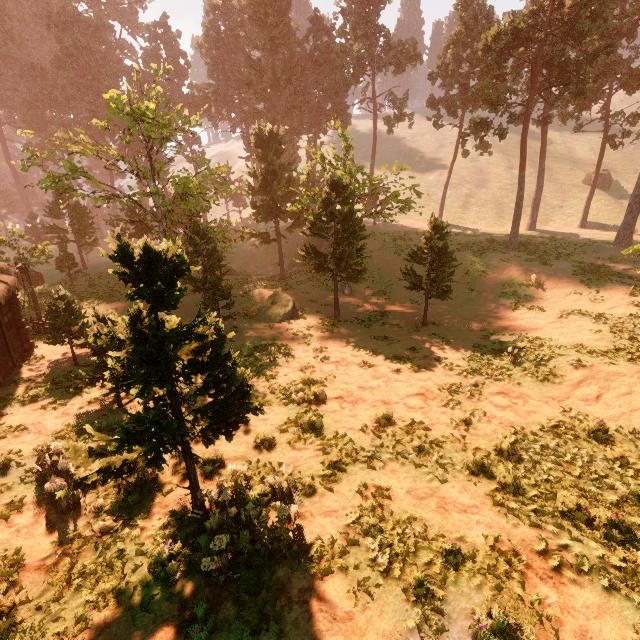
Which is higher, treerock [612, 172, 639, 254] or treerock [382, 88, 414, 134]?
treerock [382, 88, 414, 134]

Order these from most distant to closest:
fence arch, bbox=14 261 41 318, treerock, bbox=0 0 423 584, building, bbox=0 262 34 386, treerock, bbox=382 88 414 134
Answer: treerock, bbox=382 88 414 134 < fence arch, bbox=14 261 41 318 < building, bbox=0 262 34 386 < treerock, bbox=0 0 423 584

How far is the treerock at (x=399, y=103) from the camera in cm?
3831

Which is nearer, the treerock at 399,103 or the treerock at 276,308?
the treerock at 276,308

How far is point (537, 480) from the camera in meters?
7.8 m

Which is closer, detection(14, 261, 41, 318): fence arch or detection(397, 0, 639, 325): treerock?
detection(14, 261, 41, 318): fence arch

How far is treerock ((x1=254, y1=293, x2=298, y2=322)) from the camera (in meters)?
20.70

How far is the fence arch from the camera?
19.2m
